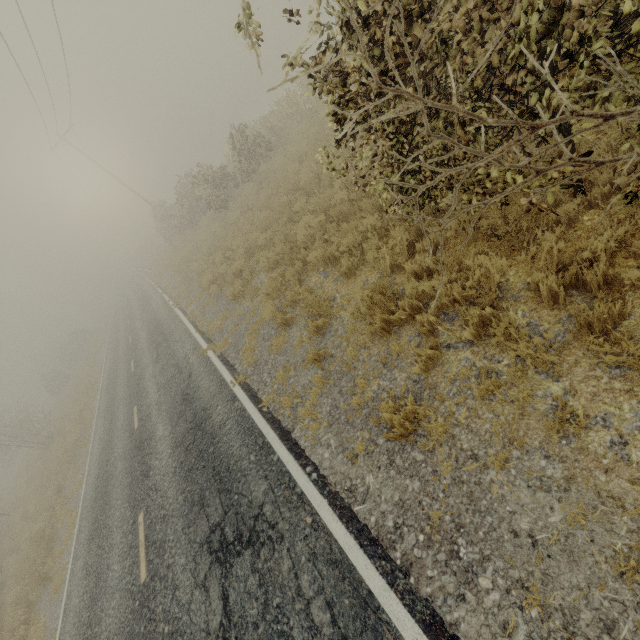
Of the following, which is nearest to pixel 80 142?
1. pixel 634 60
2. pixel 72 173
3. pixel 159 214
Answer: pixel 72 173
